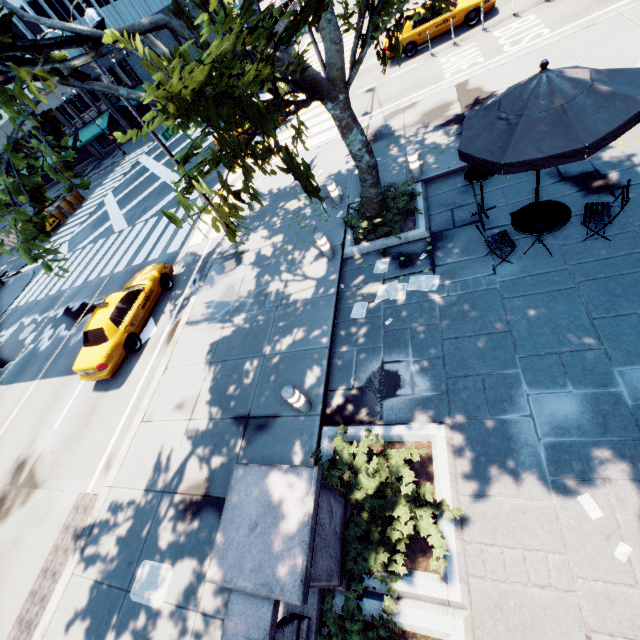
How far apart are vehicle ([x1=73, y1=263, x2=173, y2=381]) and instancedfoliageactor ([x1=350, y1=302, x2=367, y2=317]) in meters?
8.1

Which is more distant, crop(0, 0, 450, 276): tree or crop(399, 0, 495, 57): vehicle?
crop(399, 0, 495, 57): vehicle

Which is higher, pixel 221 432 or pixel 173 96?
pixel 173 96

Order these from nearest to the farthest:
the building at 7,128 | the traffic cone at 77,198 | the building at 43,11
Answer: the traffic cone at 77,198
the building at 43,11
the building at 7,128

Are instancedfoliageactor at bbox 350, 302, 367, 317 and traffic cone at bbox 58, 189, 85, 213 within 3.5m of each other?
no

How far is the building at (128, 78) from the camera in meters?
41.8

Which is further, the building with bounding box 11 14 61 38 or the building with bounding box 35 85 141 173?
the building with bounding box 35 85 141 173

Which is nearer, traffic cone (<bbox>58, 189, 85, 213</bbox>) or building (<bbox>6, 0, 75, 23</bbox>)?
traffic cone (<bbox>58, 189, 85, 213</bbox>)
